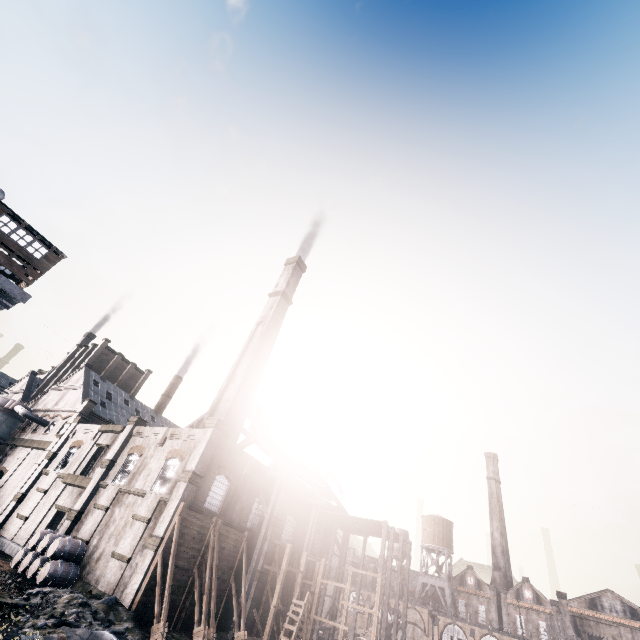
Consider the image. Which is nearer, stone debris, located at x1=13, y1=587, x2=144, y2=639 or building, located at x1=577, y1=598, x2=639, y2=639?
stone debris, located at x1=13, y1=587, x2=144, y2=639

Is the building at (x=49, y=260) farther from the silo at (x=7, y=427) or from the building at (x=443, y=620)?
the building at (x=443, y=620)

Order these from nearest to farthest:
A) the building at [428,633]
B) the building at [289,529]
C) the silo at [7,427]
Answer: the building at [289,529], the silo at [7,427], the building at [428,633]

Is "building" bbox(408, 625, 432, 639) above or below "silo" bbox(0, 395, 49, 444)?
below

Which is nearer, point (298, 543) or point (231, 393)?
point (298, 543)

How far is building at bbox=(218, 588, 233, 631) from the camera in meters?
25.9

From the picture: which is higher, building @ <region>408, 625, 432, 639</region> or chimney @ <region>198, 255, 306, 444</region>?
chimney @ <region>198, 255, 306, 444</region>
